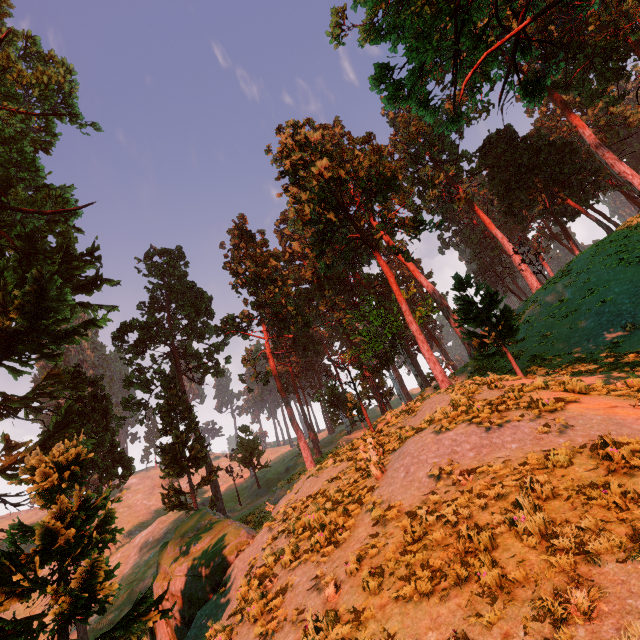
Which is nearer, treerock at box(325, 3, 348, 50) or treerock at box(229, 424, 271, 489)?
treerock at box(325, 3, 348, 50)

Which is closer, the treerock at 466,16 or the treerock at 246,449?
the treerock at 466,16

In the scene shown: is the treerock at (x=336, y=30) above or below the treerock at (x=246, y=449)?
above

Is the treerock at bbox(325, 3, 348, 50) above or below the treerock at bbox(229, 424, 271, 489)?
above

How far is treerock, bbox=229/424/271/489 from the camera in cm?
4284

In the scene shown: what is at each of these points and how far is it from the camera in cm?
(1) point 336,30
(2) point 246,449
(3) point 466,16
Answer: (1) treerock, 962
(2) treerock, 4416
(3) treerock, 998
